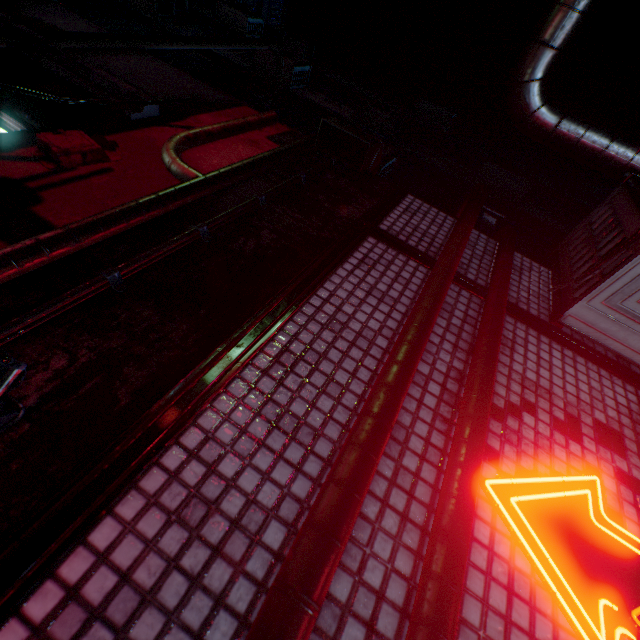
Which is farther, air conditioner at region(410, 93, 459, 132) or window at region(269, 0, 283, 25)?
window at region(269, 0, 283, 25)

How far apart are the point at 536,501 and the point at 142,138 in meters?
2.5

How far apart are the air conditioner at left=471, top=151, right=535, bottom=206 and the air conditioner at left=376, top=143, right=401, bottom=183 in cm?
269

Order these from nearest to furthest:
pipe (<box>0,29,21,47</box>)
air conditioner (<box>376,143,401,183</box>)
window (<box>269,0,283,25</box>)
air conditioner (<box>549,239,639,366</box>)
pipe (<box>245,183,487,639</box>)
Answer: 1. pipe (<box>245,183,487,639</box>)
2. air conditioner (<box>549,239,639,366</box>)
3. pipe (<box>0,29,21,47</box>)
4. air conditioner (<box>376,143,401,183</box>)
5. window (<box>269,0,283,25</box>)

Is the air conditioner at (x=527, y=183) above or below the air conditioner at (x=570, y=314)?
above

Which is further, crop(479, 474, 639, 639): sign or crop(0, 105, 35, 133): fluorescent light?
crop(0, 105, 35, 133): fluorescent light

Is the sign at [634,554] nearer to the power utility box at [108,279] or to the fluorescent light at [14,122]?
the power utility box at [108,279]

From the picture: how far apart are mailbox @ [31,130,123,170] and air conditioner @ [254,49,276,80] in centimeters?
811cm
